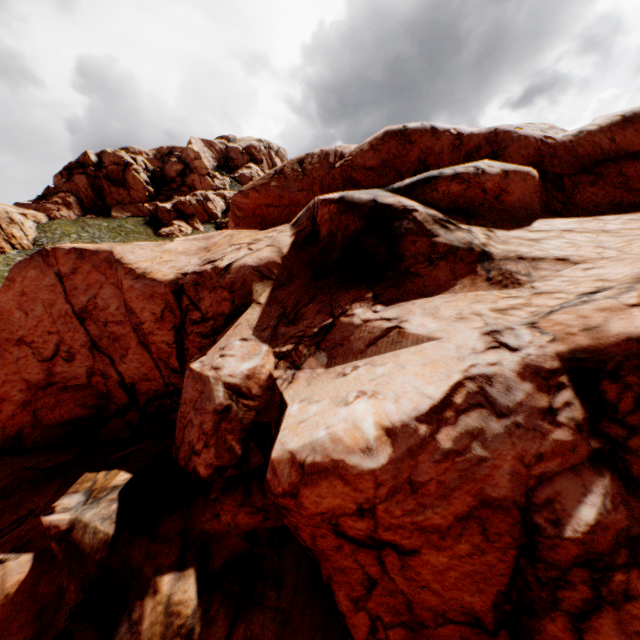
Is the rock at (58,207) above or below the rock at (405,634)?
above

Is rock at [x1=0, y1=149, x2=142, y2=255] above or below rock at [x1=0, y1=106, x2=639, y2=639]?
above

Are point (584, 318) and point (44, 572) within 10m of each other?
no

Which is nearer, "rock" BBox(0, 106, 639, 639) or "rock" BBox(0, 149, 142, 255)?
"rock" BBox(0, 106, 639, 639)

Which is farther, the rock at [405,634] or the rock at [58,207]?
the rock at [58,207]
